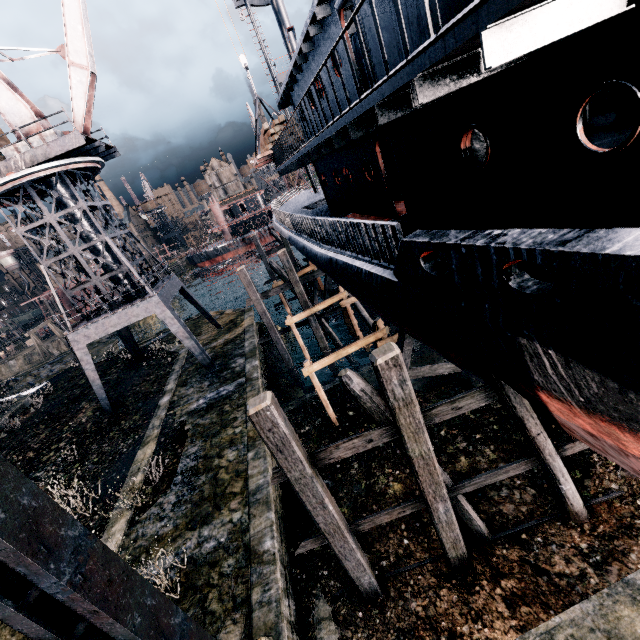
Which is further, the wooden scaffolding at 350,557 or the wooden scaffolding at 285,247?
the wooden scaffolding at 285,247

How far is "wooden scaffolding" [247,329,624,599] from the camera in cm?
648

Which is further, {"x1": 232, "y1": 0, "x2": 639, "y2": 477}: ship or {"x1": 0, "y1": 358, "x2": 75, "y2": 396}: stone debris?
{"x1": 0, "y1": 358, "x2": 75, "y2": 396}: stone debris

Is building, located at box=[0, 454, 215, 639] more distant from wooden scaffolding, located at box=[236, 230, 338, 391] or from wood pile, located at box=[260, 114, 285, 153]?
wooden scaffolding, located at box=[236, 230, 338, 391]

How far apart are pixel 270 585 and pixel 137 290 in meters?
19.8 m

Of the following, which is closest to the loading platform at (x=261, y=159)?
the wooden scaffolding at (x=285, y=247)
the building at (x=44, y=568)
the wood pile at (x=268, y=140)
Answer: the wood pile at (x=268, y=140)

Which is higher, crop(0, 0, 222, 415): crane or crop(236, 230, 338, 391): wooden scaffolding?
crop(0, 0, 222, 415): crane

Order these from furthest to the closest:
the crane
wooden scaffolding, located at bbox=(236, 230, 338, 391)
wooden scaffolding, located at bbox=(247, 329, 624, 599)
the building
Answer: wooden scaffolding, located at bbox=(236, 230, 338, 391) < the crane < wooden scaffolding, located at bbox=(247, 329, 624, 599) < the building
